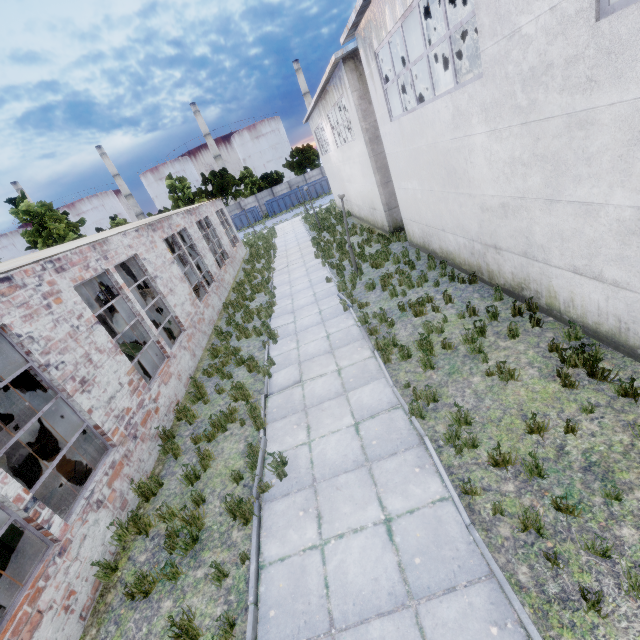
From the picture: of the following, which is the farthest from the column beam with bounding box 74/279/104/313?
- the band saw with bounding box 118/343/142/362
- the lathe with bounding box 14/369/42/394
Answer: the band saw with bounding box 118/343/142/362

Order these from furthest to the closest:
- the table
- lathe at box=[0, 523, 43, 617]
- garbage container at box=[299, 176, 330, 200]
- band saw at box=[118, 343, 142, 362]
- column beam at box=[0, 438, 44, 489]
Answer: garbage container at box=[299, 176, 330, 200]
band saw at box=[118, 343, 142, 362]
column beam at box=[0, 438, 44, 489]
the table
lathe at box=[0, 523, 43, 617]

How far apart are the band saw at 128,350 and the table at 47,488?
1.8m

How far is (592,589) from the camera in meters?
3.3

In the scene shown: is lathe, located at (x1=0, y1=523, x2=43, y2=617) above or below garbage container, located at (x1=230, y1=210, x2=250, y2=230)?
below

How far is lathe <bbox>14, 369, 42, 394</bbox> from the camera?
15.32m

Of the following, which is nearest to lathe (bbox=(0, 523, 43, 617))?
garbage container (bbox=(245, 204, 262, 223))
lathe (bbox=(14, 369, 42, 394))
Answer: lathe (bbox=(14, 369, 42, 394))

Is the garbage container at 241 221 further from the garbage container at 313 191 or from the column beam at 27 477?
the column beam at 27 477
